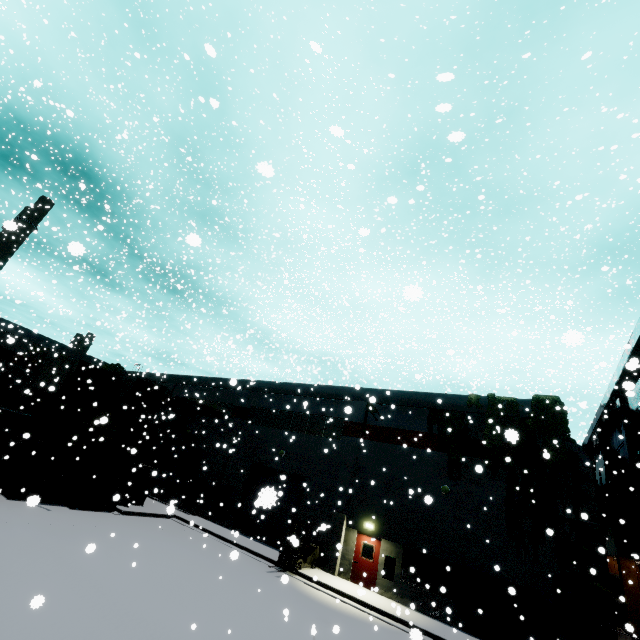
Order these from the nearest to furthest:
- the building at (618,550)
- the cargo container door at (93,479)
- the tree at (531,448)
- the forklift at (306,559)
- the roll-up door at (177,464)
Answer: the tree at (531,448)
the forklift at (306,559)
the cargo container door at (93,479)
the building at (618,550)
the roll-up door at (177,464)

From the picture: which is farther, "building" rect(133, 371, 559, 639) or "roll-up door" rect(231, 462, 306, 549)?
"roll-up door" rect(231, 462, 306, 549)

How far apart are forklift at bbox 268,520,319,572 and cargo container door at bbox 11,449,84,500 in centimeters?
1242cm

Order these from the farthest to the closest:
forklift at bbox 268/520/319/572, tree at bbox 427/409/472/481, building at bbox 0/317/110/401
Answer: building at bbox 0/317/110/401
tree at bbox 427/409/472/481
forklift at bbox 268/520/319/572

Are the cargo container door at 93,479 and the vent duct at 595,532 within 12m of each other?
no

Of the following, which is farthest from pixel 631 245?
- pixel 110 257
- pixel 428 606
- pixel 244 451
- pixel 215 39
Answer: pixel 110 257

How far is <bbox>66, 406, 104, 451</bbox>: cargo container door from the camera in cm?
1794

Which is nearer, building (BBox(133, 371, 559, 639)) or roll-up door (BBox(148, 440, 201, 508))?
building (BBox(133, 371, 559, 639))
